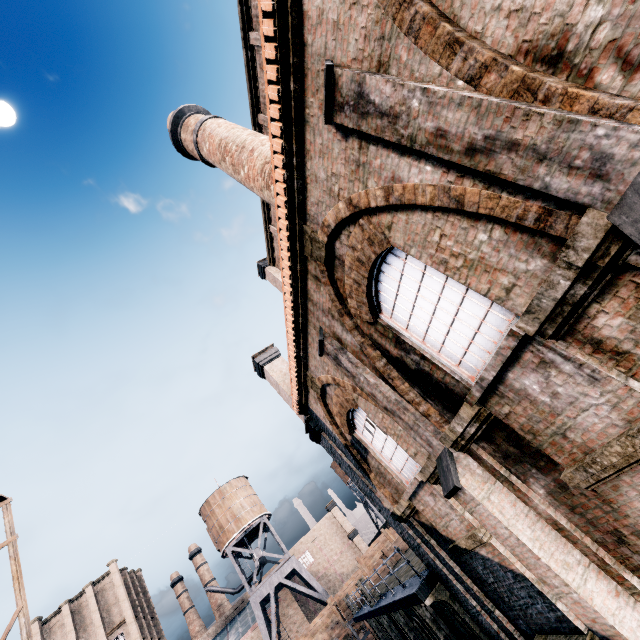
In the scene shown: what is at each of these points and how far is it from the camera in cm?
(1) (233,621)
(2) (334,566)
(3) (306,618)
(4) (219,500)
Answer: (1) building, 5334
(2) building, 5978
(3) building, 5472
(4) water tower, 4544

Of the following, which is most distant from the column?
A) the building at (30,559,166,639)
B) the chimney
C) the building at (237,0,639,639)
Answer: the building at (30,559,166,639)

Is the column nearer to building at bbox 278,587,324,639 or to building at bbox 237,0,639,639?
building at bbox 237,0,639,639

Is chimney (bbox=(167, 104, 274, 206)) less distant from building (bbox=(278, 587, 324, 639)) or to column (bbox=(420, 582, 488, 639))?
column (bbox=(420, 582, 488, 639))

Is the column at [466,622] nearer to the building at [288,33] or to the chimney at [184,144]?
the building at [288,33]

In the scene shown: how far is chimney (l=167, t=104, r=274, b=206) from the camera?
12.8m

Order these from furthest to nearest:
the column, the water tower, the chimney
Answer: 1. the water tower
2. the chimney
3. the column

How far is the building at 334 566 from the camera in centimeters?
5766cm
